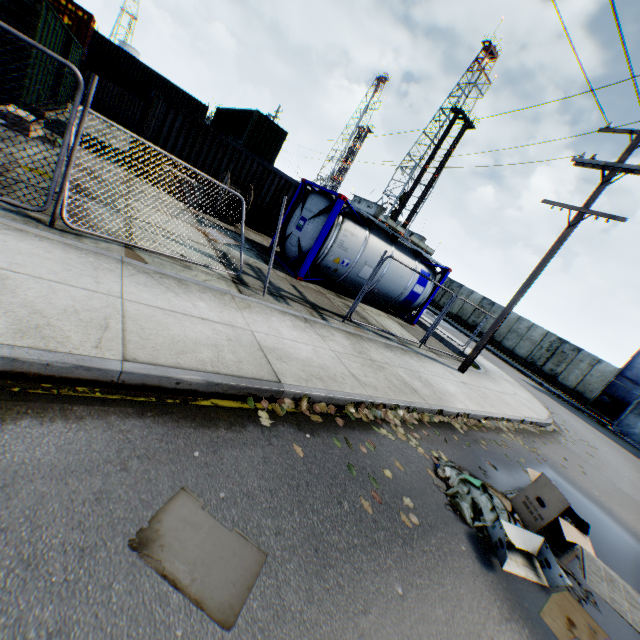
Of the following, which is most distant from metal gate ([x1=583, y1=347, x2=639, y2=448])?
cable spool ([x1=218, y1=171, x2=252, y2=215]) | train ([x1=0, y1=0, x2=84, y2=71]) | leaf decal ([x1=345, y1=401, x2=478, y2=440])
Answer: train ([x1=0, y1=0, x2=84, y2=71])

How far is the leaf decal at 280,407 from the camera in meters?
4.0

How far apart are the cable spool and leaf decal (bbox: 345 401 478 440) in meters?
10.3 m

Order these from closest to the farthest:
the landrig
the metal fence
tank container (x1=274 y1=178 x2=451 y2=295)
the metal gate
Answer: the metal fence → tank container (x1=274 y1=178 x2=451 y2=295) → the metal gate → the landrig

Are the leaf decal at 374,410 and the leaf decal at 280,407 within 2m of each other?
yes

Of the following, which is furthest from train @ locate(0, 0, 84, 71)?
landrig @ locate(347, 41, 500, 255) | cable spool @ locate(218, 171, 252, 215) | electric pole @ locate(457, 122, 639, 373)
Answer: landrig @ locate(347, 41, 500, 255)

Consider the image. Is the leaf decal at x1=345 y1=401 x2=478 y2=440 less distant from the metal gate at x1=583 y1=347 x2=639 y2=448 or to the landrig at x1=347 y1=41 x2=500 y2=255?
the metal gate at x1=583 y1=347 x2=639 y2=448

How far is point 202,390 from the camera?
3.6m
